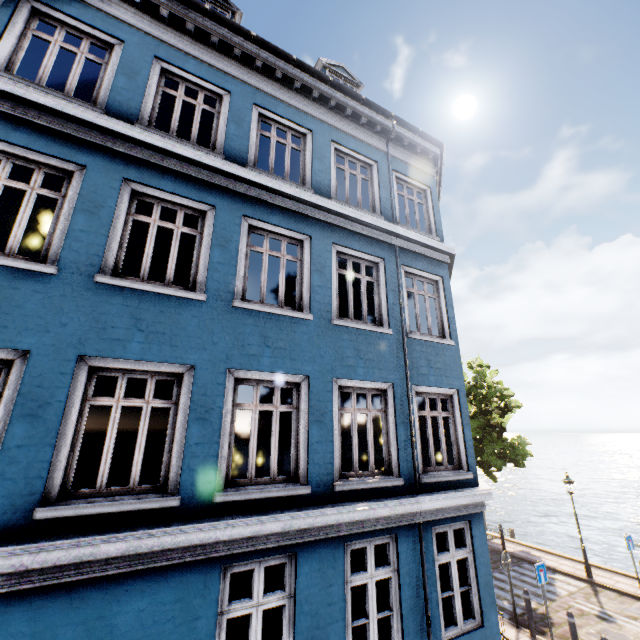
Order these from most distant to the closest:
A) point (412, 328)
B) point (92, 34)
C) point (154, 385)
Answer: point (412, 328) < point (92, 34) < point (154, 385)

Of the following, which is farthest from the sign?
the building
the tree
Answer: the tree

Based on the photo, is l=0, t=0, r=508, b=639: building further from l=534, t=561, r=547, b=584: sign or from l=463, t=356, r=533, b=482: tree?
l=463, t=356, r=533, b=482: tree

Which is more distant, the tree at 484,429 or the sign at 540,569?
the tree at 484,429

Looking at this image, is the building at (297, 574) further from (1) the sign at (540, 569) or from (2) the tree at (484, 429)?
(2) the tree at (484, 429)

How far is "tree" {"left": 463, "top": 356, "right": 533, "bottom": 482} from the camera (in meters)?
17.14

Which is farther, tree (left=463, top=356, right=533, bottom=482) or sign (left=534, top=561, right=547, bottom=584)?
tree (left=463, top=356, right=533, bottom=482)
